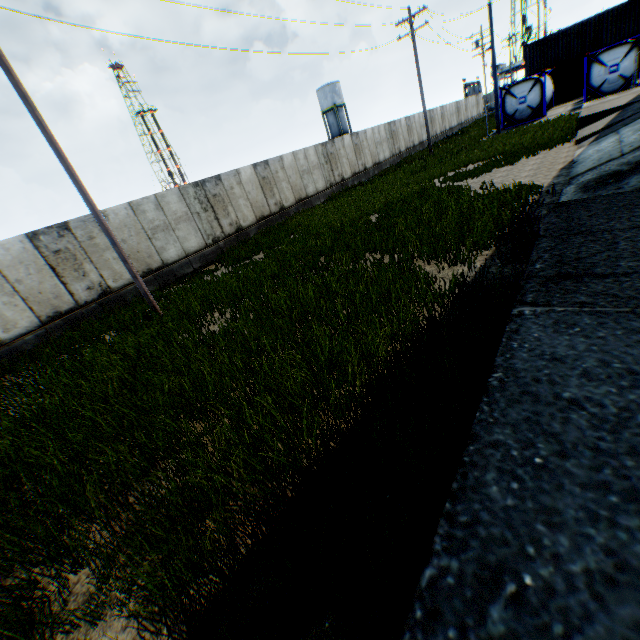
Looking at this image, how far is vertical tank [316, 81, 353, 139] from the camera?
51.4m

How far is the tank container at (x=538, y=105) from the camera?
23.9m

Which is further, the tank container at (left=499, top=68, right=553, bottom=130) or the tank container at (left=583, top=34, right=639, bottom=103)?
the tank container at (left=499, top=68, right=553, bottom=130)

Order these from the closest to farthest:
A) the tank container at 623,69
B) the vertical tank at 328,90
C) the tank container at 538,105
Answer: the tank container at 623,69 → the tank container at 538,105 → the vertical tank at 328,90

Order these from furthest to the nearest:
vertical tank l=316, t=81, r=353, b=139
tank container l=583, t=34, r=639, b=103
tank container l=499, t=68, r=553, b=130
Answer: vertical tank l=316, t=81, r=353, b=139, tank container l=499, t=68, r=553, b=130, tank container l=583, t=34, r=639, b=103

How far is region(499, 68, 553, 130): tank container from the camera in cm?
2386

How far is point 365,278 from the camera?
6.8 meters

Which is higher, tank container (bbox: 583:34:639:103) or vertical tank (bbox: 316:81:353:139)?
vertical tank (bbox: 316:81:353:139)
